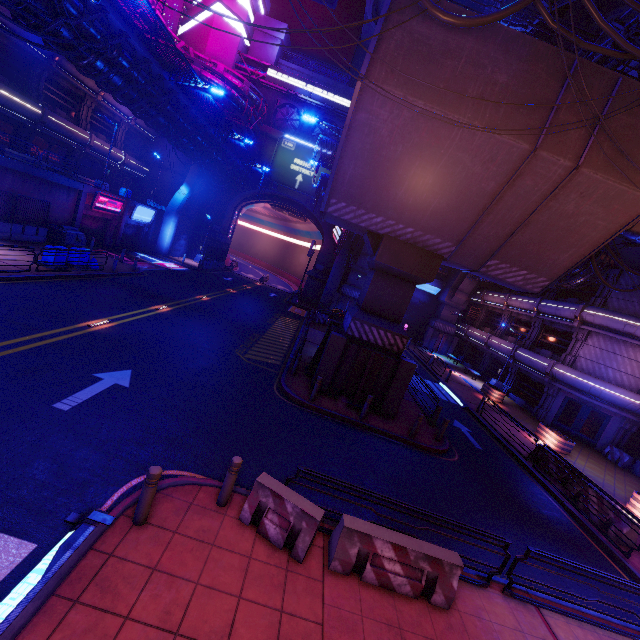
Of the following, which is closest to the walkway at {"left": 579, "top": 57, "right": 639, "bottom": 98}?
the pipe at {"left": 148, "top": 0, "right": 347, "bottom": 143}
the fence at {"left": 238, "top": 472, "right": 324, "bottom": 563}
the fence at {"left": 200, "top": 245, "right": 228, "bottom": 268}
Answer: the pipe at {"left": 148, "top": 0, "right": 347, "bottom": 143}

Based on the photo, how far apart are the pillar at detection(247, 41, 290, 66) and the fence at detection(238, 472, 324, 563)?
48.66m

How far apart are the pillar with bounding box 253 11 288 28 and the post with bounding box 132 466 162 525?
48.9m

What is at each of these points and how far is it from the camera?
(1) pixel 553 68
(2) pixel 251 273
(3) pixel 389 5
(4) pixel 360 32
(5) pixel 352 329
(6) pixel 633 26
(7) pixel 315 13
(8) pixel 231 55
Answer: (1) walkway, 9.5m
(2) tunnel, 53.9m
(3) walkway, 9.3m
(4) building, 45.6m
(5) pillar, 14.3m
(6) pipe, 18.4m
(7) building, 45.3m
(8) building, 38.6m

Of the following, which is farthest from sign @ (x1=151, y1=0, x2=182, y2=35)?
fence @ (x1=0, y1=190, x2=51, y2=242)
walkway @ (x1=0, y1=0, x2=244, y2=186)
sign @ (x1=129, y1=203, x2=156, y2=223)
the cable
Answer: fence @ (x1=0, y1=190, x2=51, y2=242)

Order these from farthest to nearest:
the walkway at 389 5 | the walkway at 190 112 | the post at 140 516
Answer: the walkway at 190 112
the walkway at 389 5
the post at 140 516

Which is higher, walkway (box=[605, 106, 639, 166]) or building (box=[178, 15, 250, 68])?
building (box=[178, 15, 250, 68])

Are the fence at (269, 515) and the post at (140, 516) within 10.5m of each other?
yes
